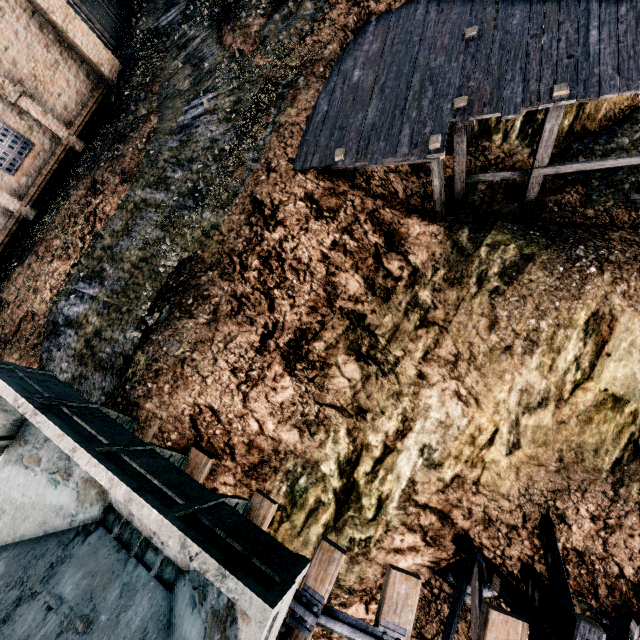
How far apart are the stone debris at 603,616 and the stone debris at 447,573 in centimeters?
129cm

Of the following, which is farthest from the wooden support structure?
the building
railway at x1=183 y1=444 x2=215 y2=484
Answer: the building

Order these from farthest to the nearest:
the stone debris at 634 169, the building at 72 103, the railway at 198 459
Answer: the building at 72 103 → the stone debris at 634 169 → the railway at 198 459

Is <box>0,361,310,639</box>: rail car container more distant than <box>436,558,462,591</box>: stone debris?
No

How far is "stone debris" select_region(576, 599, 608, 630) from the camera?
9.7 meters

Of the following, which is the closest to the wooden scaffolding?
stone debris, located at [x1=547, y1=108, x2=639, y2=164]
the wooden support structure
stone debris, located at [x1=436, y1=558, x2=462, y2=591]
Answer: stone debris, located at [x1=547, y1=108, x2=639, y2=164]

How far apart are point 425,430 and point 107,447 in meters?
7.9 m

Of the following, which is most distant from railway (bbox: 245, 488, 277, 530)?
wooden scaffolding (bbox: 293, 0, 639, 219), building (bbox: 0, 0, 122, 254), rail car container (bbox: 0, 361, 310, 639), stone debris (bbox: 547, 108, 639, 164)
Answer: building (bbox: 0, 0, 122, 254)
